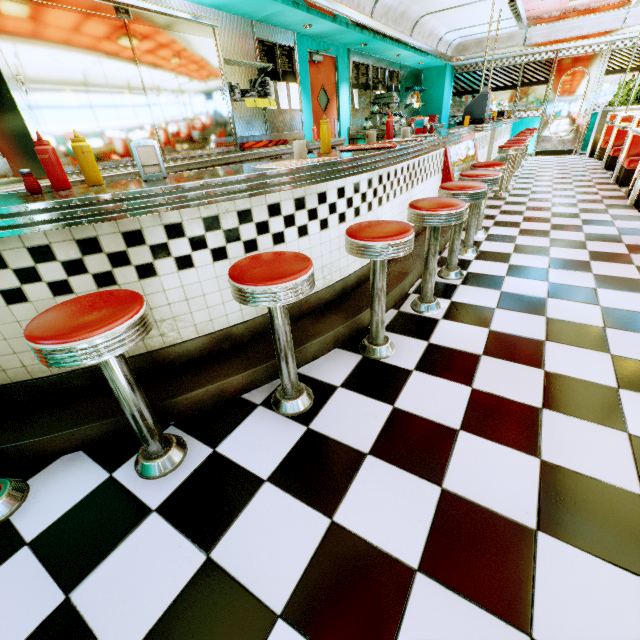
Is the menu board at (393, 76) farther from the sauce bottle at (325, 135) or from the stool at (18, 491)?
the stool at (18, 491)

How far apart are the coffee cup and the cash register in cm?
476

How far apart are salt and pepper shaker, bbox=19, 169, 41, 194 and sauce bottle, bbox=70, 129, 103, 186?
0.1 meters

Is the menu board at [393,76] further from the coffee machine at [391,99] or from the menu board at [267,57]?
the menu board at [267,57]

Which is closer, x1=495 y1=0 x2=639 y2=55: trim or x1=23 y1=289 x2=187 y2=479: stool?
x1=23 y1=289 x2=187 y2=479: stool

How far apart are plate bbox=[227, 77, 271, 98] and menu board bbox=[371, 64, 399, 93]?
4.1m

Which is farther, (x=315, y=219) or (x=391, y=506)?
(x=315, y=219)

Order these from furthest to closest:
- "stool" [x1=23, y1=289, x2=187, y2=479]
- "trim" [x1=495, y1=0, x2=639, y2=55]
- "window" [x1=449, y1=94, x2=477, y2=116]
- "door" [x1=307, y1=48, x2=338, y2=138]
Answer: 1. "window" [x1=449, y1=94, x2=477, y2=116]
2. "trim" [x1=495, y1=0, x2=639, y2=55]
3. "door" [x1=307, y1=48, x2=338, y2=138]
4. "stool" [x1=23, y1=289, x2=187, y2=479]
